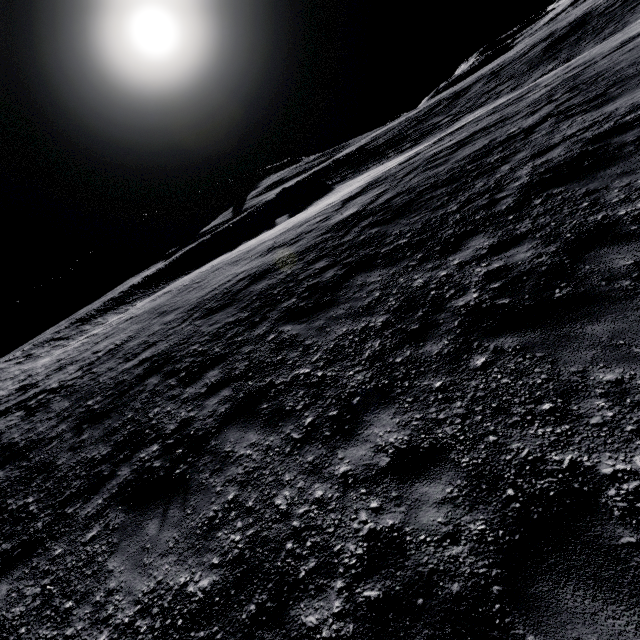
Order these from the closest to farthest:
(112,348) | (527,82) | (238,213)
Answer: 1. (112,348)
2. (527,82)
3. (238,213)
